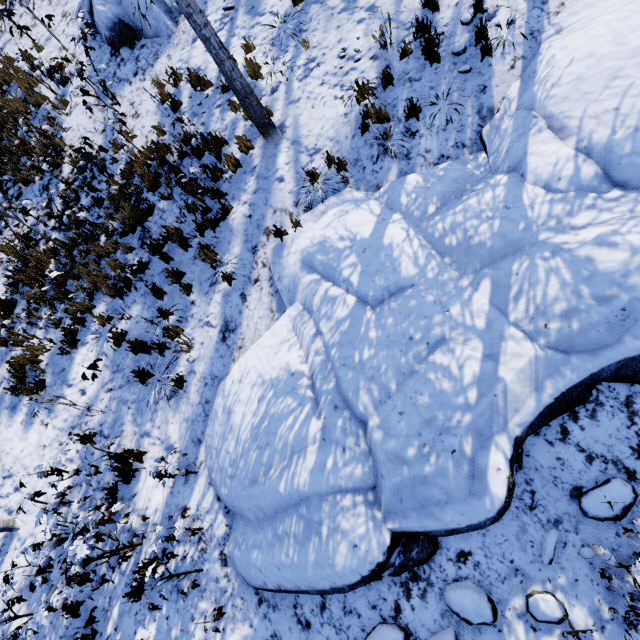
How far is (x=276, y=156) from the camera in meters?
6.8

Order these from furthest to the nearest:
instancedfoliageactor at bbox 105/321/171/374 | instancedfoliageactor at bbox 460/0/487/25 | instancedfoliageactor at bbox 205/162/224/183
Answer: instancedfoliageactor at bbox 205/162/224/183
instancedfoliageactor at bbox 105/321/171/374
instancedfoliageactor at bbox 460/0/487/25

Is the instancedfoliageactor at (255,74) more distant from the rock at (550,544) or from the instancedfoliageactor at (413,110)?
the instancedfoliageactor at (413,110)

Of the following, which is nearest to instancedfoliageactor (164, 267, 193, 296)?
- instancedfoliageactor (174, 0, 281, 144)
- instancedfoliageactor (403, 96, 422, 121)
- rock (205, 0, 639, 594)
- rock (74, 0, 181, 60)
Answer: rock (74, 0, 181, 60)

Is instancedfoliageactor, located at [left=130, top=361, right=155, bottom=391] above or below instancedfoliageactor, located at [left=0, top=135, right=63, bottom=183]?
below

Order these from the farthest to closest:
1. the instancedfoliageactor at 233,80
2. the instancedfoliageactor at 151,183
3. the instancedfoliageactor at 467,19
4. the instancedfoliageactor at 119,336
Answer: the instancedfoliageactor at 151,183, the instancedfoliageactor at 119,336, the instancedfoliageactor at 467,19, the instancedfoliageactor at 233,80

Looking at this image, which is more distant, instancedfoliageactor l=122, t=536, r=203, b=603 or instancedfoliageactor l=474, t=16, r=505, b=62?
instancedfoliageactor l=474, t=16, r=505, b=62

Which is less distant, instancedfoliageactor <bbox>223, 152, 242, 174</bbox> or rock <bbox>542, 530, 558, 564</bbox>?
rock <bbox>542, 530, 558, 564</bbox>
